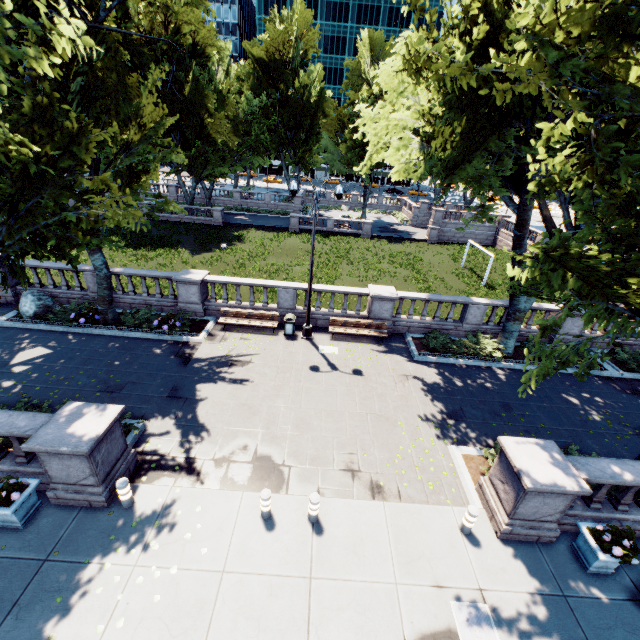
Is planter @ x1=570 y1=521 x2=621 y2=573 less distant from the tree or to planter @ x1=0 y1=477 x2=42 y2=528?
the tree

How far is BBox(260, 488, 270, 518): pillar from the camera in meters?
7.7

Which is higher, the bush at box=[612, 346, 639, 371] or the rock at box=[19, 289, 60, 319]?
the rock at box=[19, 289, 60, 319]

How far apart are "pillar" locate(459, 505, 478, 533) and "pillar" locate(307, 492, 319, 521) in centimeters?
365cm

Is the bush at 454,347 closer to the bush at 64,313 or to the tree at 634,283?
the tree at 634,283

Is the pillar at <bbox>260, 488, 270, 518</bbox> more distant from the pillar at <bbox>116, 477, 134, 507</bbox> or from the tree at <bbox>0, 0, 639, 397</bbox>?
the tree at <bbox>0, 0, 639, 397</bbox>

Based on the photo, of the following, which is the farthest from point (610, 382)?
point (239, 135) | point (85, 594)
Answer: point (239, 135)

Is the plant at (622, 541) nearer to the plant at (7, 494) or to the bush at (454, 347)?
the bush at (454, 347)
